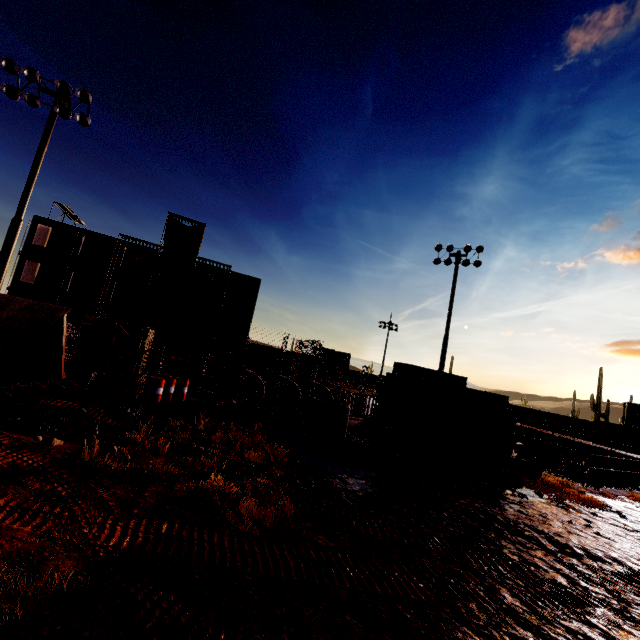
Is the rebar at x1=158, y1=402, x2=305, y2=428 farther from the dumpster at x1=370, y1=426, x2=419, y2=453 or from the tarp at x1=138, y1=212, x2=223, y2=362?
the tarp at x1=138, y1=212, x2=223, y2=362

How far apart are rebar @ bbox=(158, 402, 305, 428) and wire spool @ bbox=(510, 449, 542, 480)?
7.9 meters

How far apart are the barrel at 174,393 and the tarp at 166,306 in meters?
24.3

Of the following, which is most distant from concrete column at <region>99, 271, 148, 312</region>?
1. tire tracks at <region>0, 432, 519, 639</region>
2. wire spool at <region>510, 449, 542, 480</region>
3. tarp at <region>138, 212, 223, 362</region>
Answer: wire spool at <region>510, 449, 542, 480</region>

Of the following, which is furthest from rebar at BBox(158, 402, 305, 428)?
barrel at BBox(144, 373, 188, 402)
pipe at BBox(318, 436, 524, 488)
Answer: pipe at BBox(318, 436, 524, 488)

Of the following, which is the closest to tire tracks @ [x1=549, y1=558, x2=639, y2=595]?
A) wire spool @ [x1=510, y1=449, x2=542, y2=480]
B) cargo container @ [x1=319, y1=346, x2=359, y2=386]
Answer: wire spool @ [x1=510, y1=449, x2=542, y2=480]

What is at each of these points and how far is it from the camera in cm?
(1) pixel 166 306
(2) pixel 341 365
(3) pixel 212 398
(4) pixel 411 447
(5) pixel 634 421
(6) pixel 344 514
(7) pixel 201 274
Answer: (1) tarp, 3562
(2) cargo container, 5209
(3) barrel, 1419
(4) dumpster, 1136
(5) cargo container, 3553
(6) tire tracks, 610
(7) concrete column, 4262

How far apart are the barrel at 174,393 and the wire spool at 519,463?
13.6m
